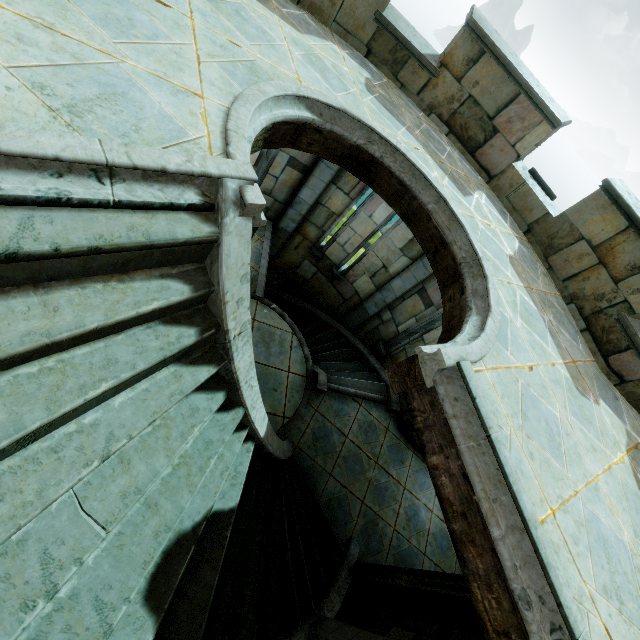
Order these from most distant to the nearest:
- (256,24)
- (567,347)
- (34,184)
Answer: (567,347) < (256,24) < (34,184)
